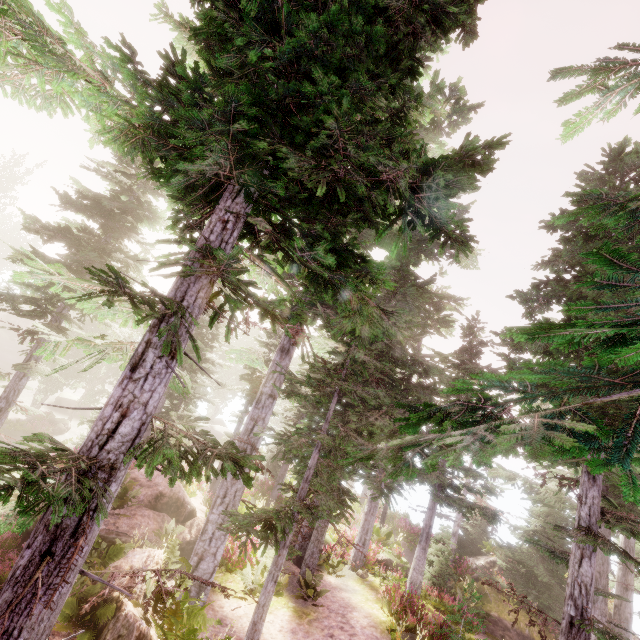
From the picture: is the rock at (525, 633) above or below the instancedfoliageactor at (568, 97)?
below

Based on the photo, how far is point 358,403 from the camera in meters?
13.5

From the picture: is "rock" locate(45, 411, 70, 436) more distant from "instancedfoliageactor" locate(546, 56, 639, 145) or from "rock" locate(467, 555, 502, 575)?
"rock" locate(467, 555, 502, 575)

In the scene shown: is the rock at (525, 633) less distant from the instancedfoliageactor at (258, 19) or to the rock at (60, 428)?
the instancedfoliageactor at (258, 19)

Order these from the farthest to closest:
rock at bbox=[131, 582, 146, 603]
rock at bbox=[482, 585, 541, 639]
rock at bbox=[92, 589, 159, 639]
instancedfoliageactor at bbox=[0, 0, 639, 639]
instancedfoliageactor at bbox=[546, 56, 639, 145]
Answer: rock at bbox=[482, 585, 541, 639] → rock at bbox=[131, 582, 146, 603] → rock at bbox=[92, 589, 159, 639] → instancedfoliageactor at bbox=[546, 56, 639, 145] → instancedfoliageactor at bbox=[0, 0, 639, 639]

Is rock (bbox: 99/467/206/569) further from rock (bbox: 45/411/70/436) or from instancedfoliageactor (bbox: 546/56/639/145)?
rock (bbox: 45/411/70/436)

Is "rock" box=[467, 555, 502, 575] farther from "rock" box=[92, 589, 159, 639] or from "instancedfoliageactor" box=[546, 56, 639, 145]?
"rock" box=[92, 589, 159, 639]

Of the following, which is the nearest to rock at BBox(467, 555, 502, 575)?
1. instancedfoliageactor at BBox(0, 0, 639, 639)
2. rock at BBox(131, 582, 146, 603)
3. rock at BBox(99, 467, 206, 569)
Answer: instancedfoliageactor at BBox(0, 0, 639, 639)
